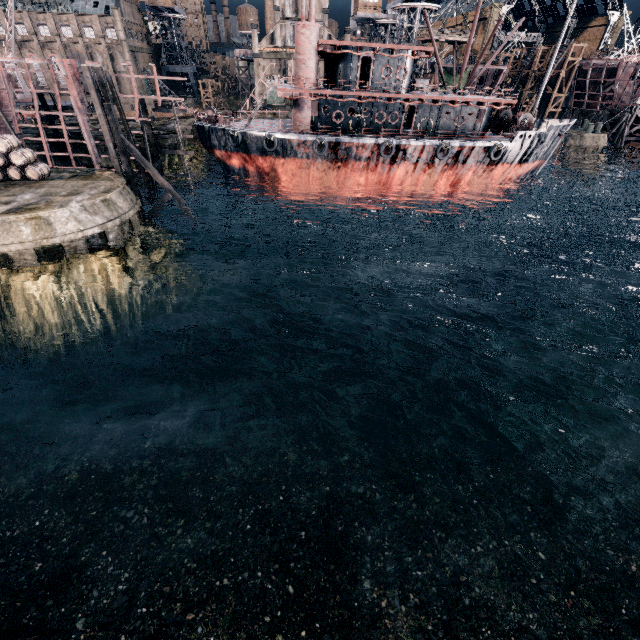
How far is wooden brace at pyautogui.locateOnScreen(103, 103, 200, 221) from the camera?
24.1 meters

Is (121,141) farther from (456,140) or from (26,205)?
(456,140)

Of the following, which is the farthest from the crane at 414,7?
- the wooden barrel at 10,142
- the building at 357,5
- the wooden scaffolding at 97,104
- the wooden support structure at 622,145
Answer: the wooden barrel at 10,142

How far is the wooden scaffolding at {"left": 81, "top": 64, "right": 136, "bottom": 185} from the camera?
22.0 meters

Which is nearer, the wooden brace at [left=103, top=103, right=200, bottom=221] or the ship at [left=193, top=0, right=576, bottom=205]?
the wooden brace at [left=103, top=103, right=200, bottom=221]

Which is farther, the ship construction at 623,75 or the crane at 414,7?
the ship construction at 623,75

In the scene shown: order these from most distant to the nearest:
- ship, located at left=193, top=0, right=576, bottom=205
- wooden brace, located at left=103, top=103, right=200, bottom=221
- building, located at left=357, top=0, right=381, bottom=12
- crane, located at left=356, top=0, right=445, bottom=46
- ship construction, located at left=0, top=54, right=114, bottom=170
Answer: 1. building, located at left=357, top=0, right=381, bottom=12
2. crane, located at left=356, top=0, right=445, bottom=46
3. ship, located at left=193, top=0, right=576, bottom=205
4. ship construction, located at left=0, top=54, right=114, bottom=170
5. wooden brace, located at left=103, top=103, right=200, bottom=221

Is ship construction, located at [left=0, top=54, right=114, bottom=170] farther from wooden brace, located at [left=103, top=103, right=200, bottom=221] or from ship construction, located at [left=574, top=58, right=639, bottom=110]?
ship construction, located at [left=574, top=58, right=639, bottom=110]
